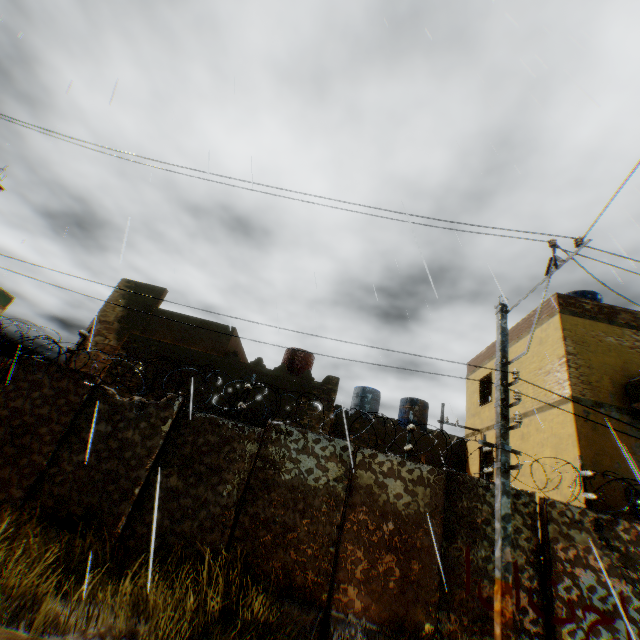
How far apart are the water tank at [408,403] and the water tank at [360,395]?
1.1m

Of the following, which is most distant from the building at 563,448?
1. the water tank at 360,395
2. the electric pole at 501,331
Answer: the electric pole at 501,331

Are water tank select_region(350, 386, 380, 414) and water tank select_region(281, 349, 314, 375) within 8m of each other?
yes

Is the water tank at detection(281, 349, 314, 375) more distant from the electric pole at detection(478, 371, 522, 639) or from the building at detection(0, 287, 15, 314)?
the building at detection(0, 287, 15, 314)

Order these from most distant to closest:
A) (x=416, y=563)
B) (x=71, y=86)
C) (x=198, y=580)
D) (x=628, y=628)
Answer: (x=416, y=563), (x=198, y=580), (x=71, y=86), (x=628, y=628)

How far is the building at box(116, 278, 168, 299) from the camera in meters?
14.4

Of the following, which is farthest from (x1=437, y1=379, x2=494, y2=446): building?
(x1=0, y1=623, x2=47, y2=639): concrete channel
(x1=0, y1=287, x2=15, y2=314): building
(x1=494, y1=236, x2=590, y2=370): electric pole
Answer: (x1=494, y1=236, x2=590, y2=370): electric pole

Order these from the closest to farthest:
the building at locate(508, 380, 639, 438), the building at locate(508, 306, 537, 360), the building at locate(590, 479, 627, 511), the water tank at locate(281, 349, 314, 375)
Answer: the building at locate(590, 479, 627, 511), the building at locate(508, 380, 639, 438), the building at locate(508, 306, 537, 360), the water tank at locate(281, 349, 314, 375)
